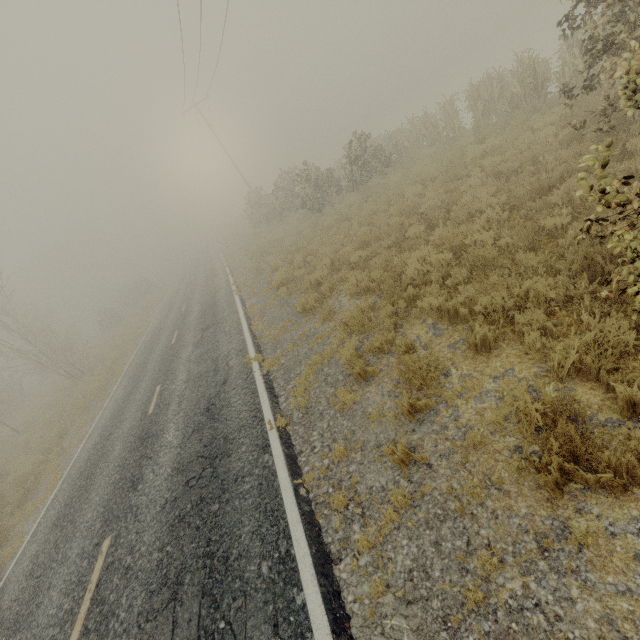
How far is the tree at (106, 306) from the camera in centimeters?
3928cm

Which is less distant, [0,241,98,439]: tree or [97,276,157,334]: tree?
[0,241,98,439]: tree

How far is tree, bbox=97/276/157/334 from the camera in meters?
39.3 m

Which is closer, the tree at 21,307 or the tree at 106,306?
the tree at 21,307

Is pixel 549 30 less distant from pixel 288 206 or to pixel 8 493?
pixel 288 206
